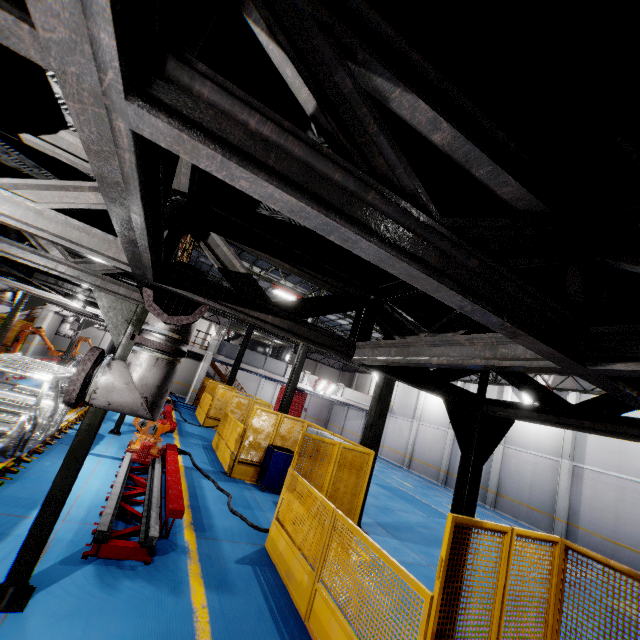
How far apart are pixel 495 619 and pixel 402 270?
4.38m

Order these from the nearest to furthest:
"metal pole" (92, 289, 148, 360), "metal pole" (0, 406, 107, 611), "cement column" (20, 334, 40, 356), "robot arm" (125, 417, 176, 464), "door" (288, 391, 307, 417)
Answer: "metal pole" (0, 406, 107, 611) → "metal pole" (92, 289, 148, 360) → "robot arm" (125, 417, 176, 464) → "cement column" (20, 334, 40, 356) → "door" (288, 391, 307, 417)

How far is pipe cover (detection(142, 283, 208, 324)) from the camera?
2.8m

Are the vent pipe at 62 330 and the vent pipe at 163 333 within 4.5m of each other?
yes

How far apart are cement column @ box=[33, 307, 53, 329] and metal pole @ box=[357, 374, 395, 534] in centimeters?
2219cm

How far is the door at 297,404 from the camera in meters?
40.3

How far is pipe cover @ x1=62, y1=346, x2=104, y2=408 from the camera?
2.8m

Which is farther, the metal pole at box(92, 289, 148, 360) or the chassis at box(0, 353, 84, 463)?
the chassis at box(0, 353, 84, 463)
